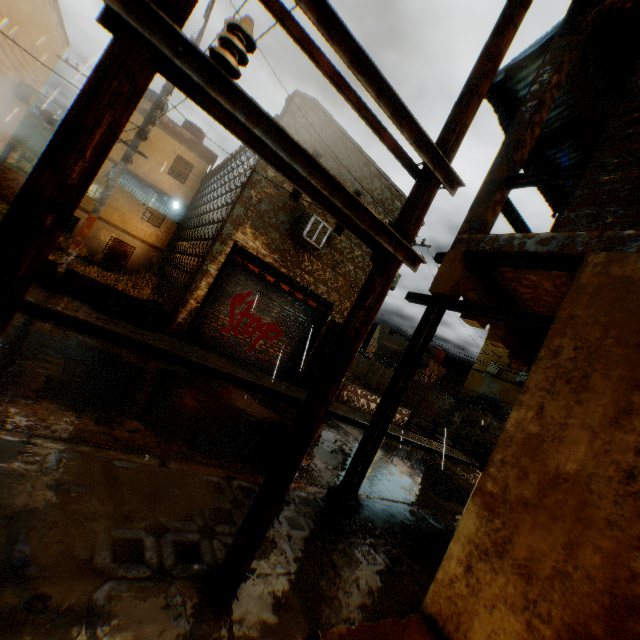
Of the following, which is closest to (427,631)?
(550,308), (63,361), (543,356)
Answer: (543,356)

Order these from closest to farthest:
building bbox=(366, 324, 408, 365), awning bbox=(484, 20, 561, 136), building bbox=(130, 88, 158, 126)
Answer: awning bbox=(484, 20, 561, 136)
building bbox=(130, 88, 158, 126)
building bbox=(366, 324, 408, 365)

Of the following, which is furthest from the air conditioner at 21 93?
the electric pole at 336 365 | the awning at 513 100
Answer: the awning at 513 100

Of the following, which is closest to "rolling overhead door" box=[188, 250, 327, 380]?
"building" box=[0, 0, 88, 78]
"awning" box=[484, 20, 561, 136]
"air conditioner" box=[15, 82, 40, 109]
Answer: "building" box=[0, 0, 88, 78]

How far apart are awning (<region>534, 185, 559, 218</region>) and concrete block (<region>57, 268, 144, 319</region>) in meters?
2.6

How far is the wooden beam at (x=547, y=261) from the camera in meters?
3.4 m

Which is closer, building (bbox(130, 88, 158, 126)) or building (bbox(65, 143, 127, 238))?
building (bbox(65, 143, 127, 238))

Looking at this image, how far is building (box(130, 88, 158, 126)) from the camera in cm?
1827
